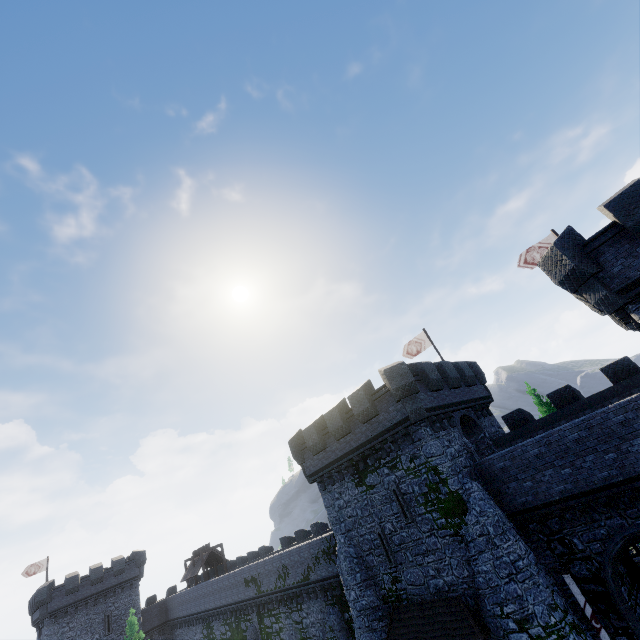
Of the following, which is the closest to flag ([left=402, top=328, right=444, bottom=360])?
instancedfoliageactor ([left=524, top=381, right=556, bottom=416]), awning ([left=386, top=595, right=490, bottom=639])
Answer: instancedfoliageactor ([left=524, top=381, right=556, bottom=416])

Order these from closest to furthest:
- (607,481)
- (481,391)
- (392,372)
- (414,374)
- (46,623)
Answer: (607,481) → (392,372) → (414,374) → (481,391) → (46,623)

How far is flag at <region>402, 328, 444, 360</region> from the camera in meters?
26.7

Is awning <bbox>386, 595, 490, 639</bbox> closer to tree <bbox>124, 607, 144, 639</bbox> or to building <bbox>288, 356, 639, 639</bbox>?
building <bbox>288, 356, 639, 639</bbox>

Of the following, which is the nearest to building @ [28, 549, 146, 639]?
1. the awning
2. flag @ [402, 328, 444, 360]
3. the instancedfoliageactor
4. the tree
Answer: the tree

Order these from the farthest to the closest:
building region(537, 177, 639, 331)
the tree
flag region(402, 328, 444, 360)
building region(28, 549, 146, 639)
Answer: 1. building region(28, 549, 146, 639)
2. the tree
3. flag region(402, 328, 444, 360)
4. building region(537, 177, 639, 331)

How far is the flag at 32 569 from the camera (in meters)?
43.16

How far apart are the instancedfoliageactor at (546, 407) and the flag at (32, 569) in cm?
6314
